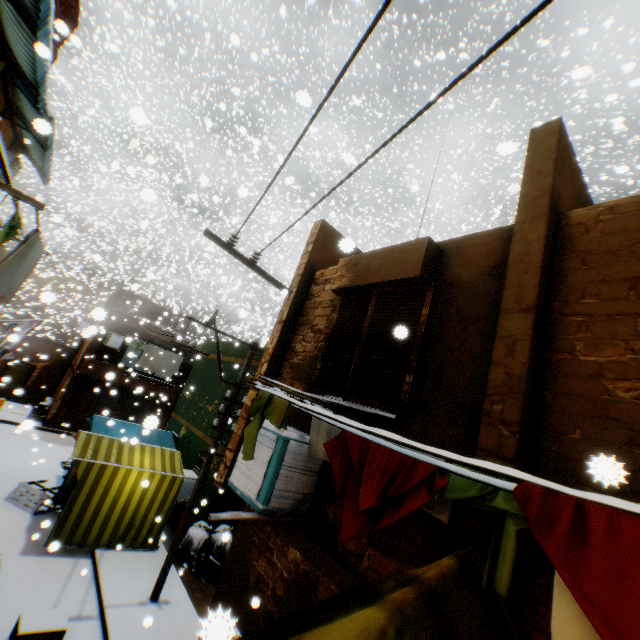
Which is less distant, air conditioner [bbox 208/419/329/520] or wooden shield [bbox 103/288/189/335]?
air conditioner [bbox 208/419/329/520]

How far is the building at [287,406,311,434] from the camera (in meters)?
4.39

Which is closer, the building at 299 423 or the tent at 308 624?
the tent at 308 624

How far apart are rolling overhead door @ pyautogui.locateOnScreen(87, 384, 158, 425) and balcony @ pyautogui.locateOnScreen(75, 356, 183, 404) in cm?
2

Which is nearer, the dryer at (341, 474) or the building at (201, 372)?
the dryer at (341, 474)

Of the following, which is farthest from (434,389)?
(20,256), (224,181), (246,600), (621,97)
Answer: (224,181)

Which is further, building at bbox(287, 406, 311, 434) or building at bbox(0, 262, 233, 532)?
building at bbox(0, 262, 233, 532)

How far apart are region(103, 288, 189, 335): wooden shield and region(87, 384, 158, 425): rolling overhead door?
0.33m
